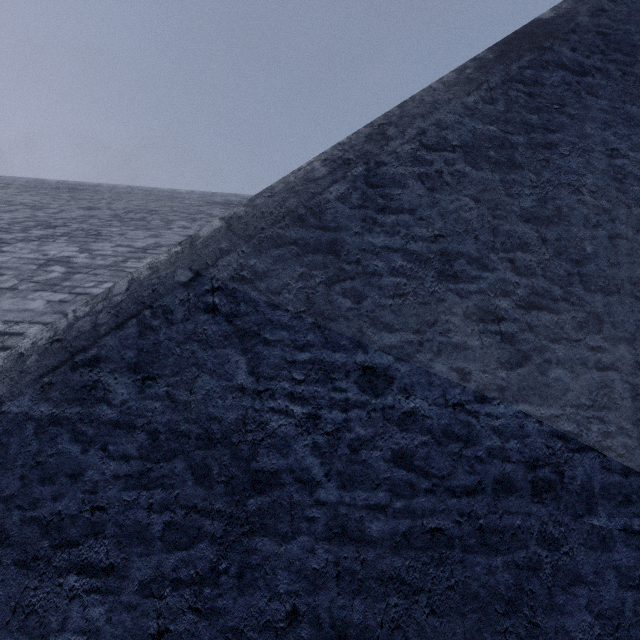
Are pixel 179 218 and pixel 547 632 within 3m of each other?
no
